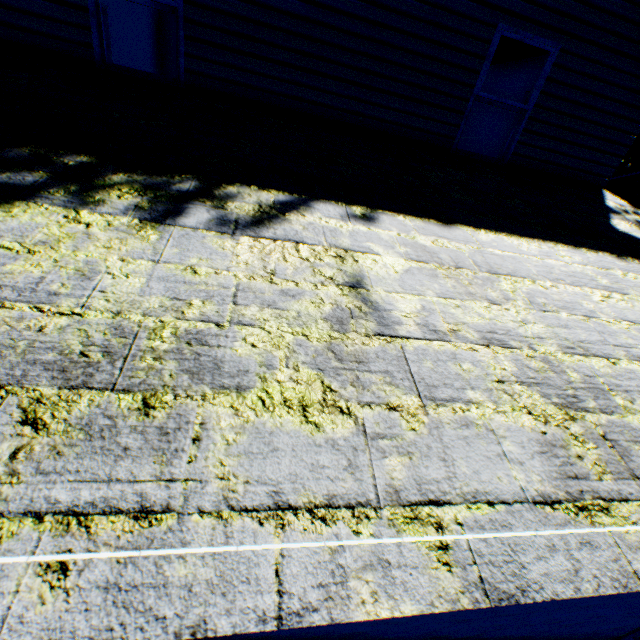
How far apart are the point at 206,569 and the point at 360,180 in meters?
3.2

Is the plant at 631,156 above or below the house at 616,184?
above

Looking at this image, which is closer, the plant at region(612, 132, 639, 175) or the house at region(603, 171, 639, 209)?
the house at region(603, 171, 639, 209)

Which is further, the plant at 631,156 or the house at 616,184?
the plant at 631,156

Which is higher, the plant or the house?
the plant
